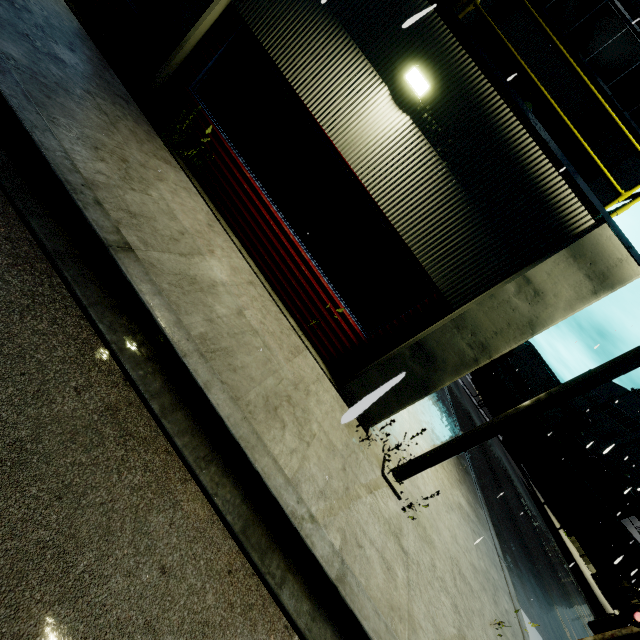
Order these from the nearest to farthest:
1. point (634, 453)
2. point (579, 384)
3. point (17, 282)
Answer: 1. point (17, 282)
2. point (579, 384)
3. point (634, 453)

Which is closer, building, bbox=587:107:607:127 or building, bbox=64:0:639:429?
building, bbox=64:0:639:429

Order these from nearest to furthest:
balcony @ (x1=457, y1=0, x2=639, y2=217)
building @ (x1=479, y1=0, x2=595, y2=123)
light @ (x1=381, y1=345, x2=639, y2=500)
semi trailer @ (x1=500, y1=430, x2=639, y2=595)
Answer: light @ (x1=381, y1=345, x2=639, y2=500), balcony @ (x1=457, y1=0, x2=639, y2=217), building @ (x1=479, y1=0, x2=595, y2=123), semi trailer @ (x1=500, y1=430, x2=639, y2=595)

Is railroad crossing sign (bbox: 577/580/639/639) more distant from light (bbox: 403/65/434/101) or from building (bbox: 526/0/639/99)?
light (bbox: 403/65/434/101)

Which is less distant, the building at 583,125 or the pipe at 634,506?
the building at 583,125

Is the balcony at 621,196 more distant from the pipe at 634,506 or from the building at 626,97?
the pipe at 634,506

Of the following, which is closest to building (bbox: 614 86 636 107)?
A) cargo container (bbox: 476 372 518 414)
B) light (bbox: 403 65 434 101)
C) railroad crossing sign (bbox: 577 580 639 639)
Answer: light (bbox: 403 65 434 101)
